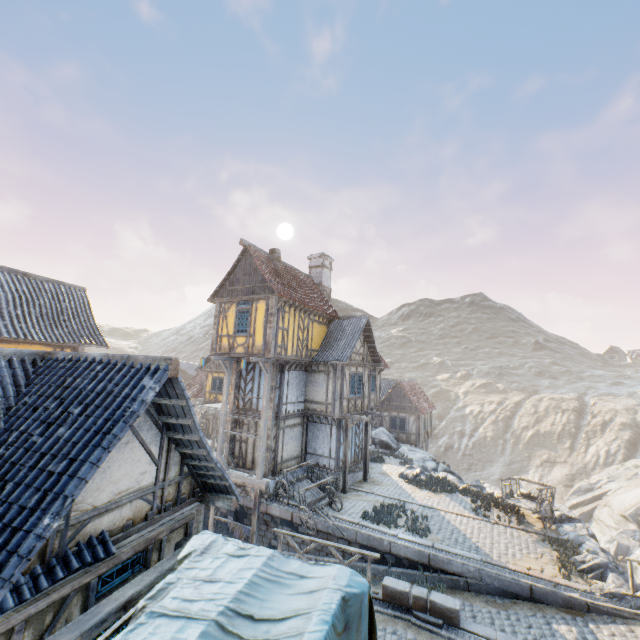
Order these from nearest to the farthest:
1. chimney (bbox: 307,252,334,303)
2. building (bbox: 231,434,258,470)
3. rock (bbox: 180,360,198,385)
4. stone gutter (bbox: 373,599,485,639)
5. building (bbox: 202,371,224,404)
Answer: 1. stone gutter (bbox: 373,599,485,639)
2. building (bbox: 231,434,258,470)
3. chimney (bbox: 307,252,334,303)
4. building (bbox: 202,371,224,404)
5. rock (bbox: 180,360,198,385)

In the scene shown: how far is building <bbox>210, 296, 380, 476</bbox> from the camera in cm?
1598

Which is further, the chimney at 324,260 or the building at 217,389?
the building at 217,389

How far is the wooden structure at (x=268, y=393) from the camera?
15.5m

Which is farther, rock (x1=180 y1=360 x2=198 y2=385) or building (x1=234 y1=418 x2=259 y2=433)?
rock (x1=180 y1=360 x2=198 y2=385)

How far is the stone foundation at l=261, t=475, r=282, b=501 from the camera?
15.5m

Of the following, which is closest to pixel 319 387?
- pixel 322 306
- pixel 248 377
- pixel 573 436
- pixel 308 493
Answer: pixel 248 377

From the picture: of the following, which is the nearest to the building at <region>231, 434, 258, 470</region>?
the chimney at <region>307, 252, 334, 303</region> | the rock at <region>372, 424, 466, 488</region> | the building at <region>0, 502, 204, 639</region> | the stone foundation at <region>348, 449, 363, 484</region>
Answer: the stone foundation at <region>348, 449, 363, 484</region>
